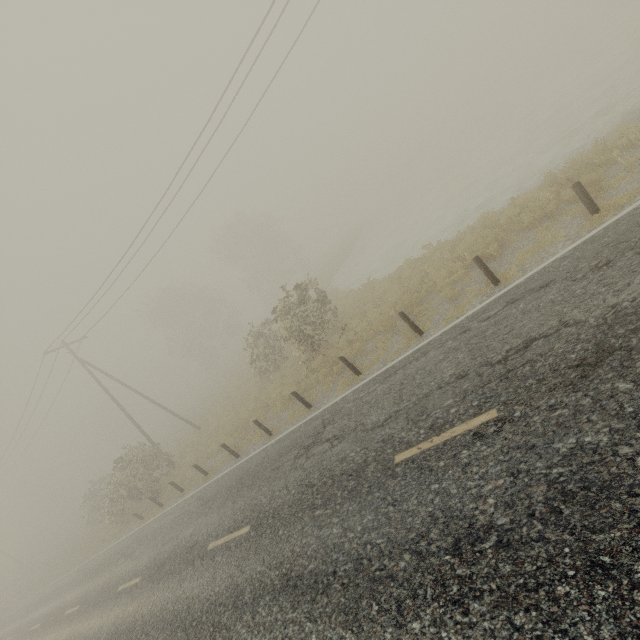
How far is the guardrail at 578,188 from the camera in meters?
7.4

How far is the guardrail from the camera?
7.4m

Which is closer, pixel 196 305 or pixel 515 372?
pixel 515 372
